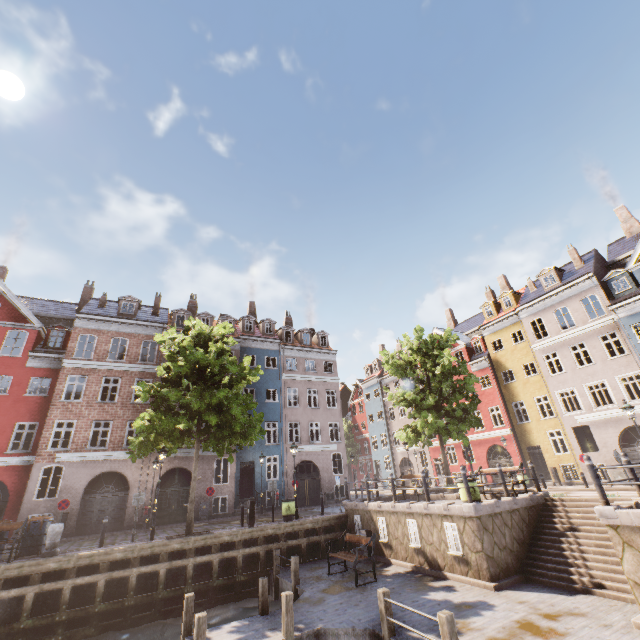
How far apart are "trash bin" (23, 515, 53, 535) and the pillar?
1.2 meters

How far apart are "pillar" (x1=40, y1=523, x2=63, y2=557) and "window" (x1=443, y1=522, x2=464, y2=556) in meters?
14.4

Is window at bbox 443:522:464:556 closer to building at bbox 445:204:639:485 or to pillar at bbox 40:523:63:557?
pillar at bbox 40:523:63:557

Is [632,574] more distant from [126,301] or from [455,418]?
[126,301]

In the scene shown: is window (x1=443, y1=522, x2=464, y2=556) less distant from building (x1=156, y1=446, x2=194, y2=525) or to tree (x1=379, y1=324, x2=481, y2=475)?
tree (x1=379, y1=324, x2=481, y2=475)

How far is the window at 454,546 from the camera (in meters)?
10.81

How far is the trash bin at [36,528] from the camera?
13.1 meters
